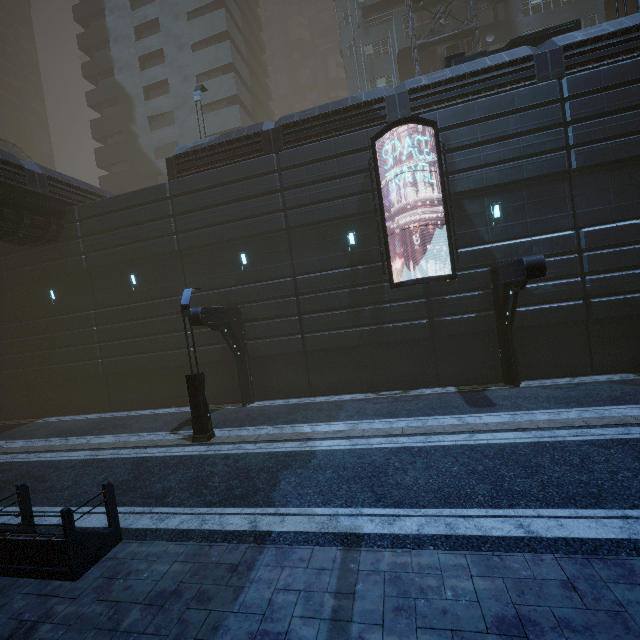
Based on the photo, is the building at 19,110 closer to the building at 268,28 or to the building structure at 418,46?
the building at 268,28

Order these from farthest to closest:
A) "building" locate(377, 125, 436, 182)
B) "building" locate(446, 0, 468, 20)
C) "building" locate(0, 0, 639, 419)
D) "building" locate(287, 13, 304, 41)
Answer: "building" locate(287, 13, 304, 41) < "building" locate(446, 0, 468, 20) < "building" locate(377, 125, 436, 182) < "building" locate(0, 0, 639, 419)

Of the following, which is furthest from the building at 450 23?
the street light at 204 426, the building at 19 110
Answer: the building at 19 110

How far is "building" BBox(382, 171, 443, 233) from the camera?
13.9 meters

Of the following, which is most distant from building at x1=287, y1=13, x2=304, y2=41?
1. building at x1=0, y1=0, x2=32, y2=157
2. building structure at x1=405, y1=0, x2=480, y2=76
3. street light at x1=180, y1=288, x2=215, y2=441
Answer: building at x1=0, y1=0, x2=32, y2=157

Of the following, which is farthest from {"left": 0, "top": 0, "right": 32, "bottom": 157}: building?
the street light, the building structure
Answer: the street light

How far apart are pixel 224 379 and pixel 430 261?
11.7 meters

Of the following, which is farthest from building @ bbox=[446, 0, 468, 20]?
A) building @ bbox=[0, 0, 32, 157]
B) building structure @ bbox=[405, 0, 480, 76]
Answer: building @ bbox=[0, 0, 32, 157]
